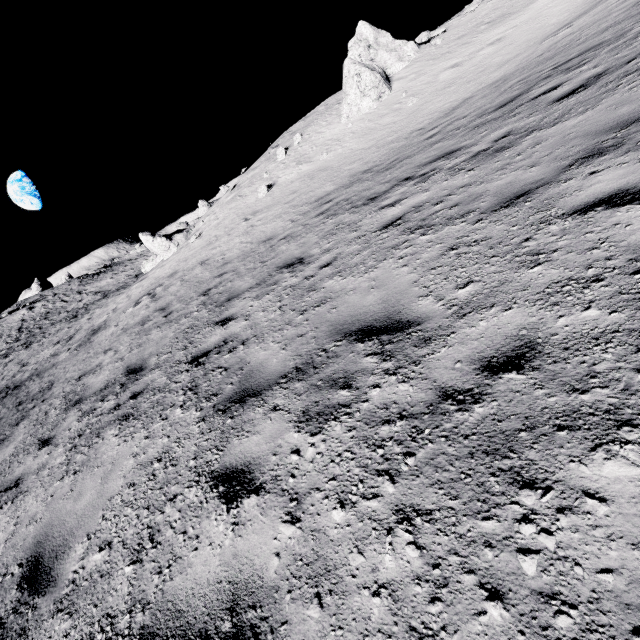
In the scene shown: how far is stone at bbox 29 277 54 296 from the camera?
50.62m

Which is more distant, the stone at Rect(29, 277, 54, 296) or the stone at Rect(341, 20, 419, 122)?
the stone at Rect(29, 277, 54, 296)

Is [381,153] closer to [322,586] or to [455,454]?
[455,454]

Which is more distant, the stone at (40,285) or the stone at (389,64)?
the stone at (40,285)

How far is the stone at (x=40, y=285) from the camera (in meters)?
50.62

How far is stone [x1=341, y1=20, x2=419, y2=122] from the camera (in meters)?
15.95
